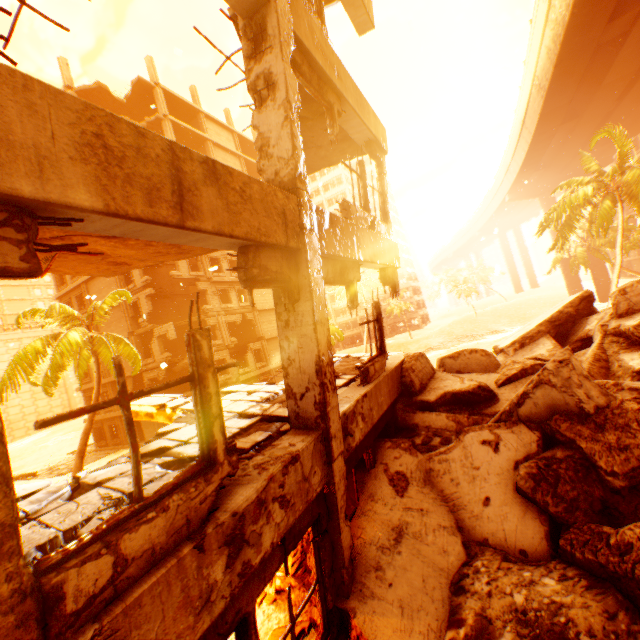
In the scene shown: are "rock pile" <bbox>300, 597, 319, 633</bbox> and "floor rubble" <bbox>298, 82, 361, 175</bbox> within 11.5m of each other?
yes

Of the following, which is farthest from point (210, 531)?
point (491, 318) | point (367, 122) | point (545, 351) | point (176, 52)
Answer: point (491, 318)

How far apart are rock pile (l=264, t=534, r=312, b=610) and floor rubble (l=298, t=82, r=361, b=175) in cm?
615

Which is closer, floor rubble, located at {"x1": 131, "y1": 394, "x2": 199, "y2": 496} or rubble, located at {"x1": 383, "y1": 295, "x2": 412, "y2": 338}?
floor rubble, located at {"x1": 131, "y1": 394, "x2": 199, "y2": 496}

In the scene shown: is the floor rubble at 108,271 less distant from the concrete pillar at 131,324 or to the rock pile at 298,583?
the rock pile at 298,583

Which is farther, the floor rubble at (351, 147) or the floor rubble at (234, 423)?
the floor rubble at (351, 147)

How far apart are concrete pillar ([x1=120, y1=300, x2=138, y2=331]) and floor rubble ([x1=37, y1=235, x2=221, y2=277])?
23.2 meters

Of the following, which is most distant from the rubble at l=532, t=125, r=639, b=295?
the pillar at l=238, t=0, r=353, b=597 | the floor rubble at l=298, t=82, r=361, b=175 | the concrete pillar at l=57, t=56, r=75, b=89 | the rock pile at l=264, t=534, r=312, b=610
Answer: the concrete pillar at l=57, t=56, r=75, b=89
